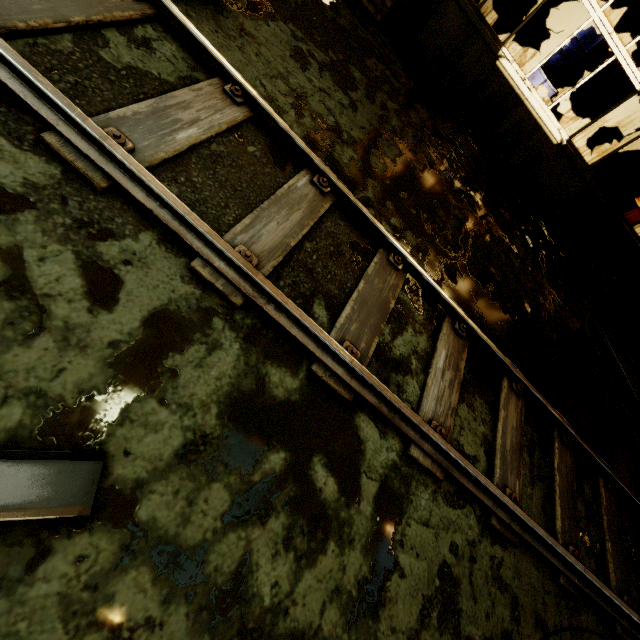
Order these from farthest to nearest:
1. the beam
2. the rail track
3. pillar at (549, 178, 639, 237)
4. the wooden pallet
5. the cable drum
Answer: the cable drum, pillar at (549, 178, 639, 237), the wooden pallet, the rail track, the beam

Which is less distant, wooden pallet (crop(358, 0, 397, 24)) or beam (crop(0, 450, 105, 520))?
beam (crop(0, 450, 105, 520))

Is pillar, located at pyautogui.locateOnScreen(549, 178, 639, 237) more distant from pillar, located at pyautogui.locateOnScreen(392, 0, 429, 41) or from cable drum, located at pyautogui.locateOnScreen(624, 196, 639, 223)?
pillar, located at pyautogui.locateOnScreen(392, 0, 429, 41)

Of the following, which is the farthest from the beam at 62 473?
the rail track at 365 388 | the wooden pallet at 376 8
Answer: the wooden pallet at 376 8

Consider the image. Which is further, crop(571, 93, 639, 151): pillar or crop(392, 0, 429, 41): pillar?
crop(571, 93, 639, 151): pillar

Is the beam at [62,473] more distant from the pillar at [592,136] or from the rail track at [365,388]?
the pillar at [592,136]

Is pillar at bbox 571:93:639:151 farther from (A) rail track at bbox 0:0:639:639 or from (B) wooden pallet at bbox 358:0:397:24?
(A) rail track at bbox 0:0:639:639

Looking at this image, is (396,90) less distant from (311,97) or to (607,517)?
(311,97)
